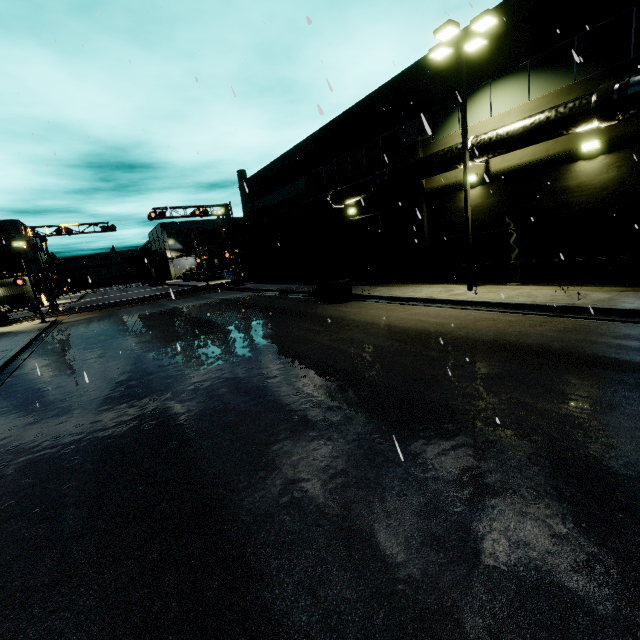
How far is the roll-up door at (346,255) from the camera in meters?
21.2 m

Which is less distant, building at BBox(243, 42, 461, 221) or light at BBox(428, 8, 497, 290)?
light at BBox(428, 8, 497, 290)

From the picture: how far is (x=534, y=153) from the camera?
12.8 meters

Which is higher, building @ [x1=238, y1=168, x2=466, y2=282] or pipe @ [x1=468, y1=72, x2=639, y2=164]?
pipe @ [x1=468, y1=72, x2=639, y2=164]

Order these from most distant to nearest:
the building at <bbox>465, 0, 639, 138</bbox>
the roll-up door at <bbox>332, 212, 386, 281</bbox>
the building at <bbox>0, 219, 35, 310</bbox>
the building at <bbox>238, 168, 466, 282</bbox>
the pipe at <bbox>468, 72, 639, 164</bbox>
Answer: the building at <bbox>0, 219, 35, 310</bbox> < the roll-up door at <bbox>332, 212, 386, 281</bbox> < the building at <bbox>238, 168, 466, 282</bbox> < the building at <bbox>465, 0, 639, 138</bbox> < the pipe at <bbox>468, 72, 639, 164</bbox>

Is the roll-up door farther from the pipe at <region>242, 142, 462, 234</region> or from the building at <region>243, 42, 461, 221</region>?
the pipe at <region>242, 142, 462, 234</region>

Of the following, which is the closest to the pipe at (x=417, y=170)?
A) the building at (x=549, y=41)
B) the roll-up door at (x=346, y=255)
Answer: the building at (x=549, y=41)

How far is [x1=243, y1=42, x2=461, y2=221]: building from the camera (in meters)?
15.26
